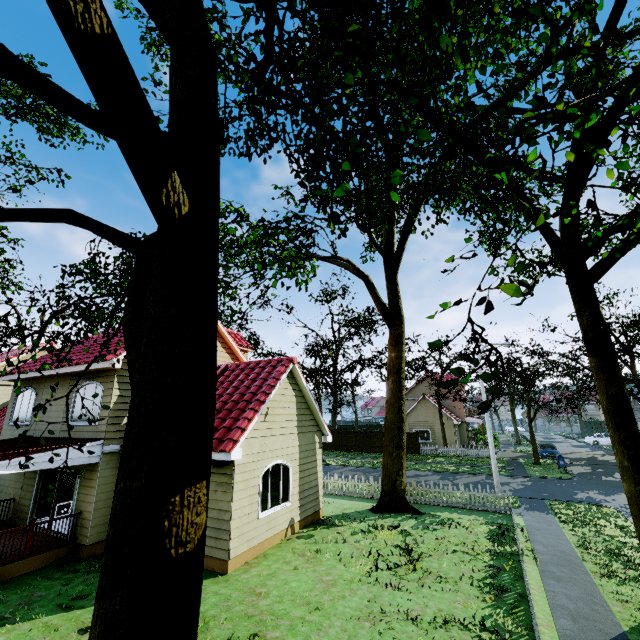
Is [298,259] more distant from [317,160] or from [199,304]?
[199,304]

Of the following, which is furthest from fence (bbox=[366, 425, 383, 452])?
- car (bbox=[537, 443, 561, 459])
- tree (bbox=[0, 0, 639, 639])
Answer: car (bbox=[537, 443, 561, 459])

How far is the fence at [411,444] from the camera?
34.7 meters

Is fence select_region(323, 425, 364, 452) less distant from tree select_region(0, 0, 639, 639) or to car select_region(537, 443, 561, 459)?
tree select_region(0, 0, 639, 639)

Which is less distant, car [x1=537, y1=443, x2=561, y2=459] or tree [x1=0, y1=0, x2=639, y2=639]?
tree [x1=0, y1=0, x2=639, y2=639]

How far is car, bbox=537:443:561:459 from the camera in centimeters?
3002cm

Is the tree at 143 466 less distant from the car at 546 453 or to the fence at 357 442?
the fence at 357 442
